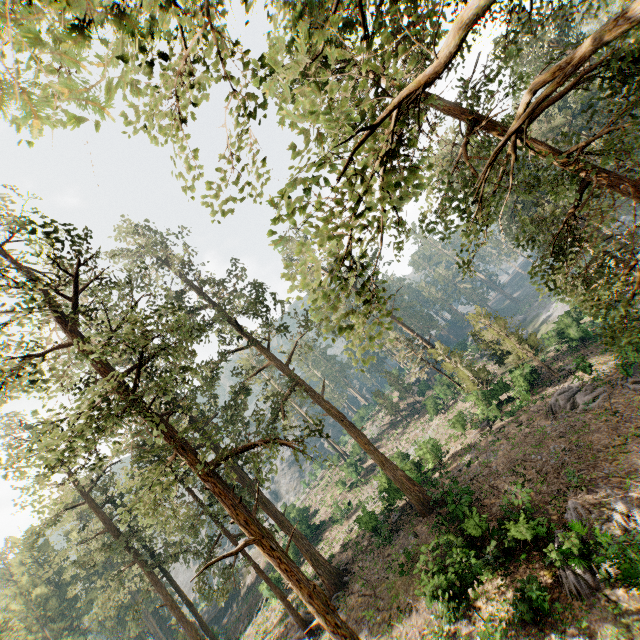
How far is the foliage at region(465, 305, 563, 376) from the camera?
29.5m

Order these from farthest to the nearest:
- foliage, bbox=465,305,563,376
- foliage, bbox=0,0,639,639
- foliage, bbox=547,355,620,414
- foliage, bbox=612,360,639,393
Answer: foliage, bbox=465,305,563,376 < foliage, bbox=547,355,620,414 < foliage, bbox=612,360,639,393 < foliage, bbox=0,0,639,639

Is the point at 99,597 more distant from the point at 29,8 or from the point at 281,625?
the point at 29,8

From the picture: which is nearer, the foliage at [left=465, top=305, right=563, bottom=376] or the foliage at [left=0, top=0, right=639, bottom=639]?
the foliage at [left=0, top=0, right=639, bottom=639]

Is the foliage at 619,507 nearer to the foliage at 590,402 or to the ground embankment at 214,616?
the foliage at 590,402

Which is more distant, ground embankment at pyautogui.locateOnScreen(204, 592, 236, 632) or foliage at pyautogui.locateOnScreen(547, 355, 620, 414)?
ground embankment at pyautogui.locateOnScreen(204, 592, 236, 632)

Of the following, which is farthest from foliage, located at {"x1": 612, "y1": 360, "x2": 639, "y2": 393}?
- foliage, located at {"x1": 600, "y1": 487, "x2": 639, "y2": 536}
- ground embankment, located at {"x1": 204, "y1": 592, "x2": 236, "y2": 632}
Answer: ground embankment, located at {"x1": 204, "y1": 592, "x2": 236, "y2": 632}
